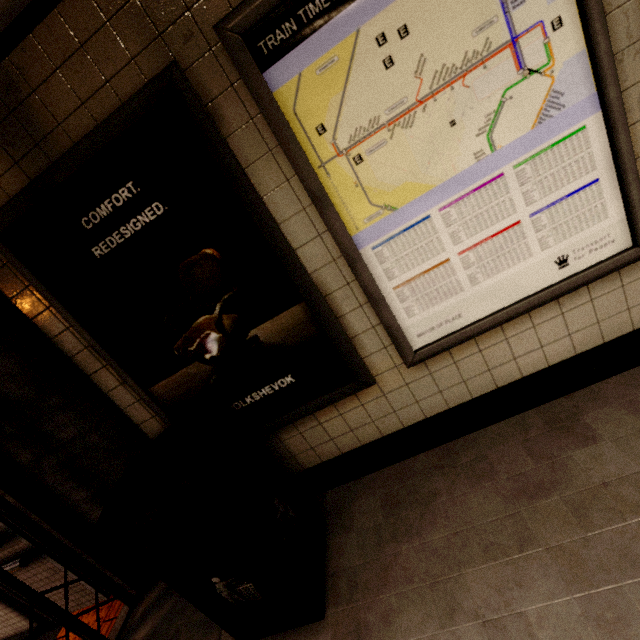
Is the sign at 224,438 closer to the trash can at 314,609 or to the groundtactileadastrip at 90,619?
the trash can at 314,609

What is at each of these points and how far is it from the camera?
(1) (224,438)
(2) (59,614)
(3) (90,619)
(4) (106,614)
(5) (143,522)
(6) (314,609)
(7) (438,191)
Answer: (1) sign, 2.08m
(2) gate, 2.06m
(3) groundtactileadastrip, 2.61m
(4) groundtactileadastrip, 2.56m
(5) concrete pillar, 2.30m
(6) trash can, 1.66m
(7) sign, 1.47m

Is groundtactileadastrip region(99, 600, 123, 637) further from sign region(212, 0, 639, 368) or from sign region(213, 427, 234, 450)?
sign region(212, 0, 639, 368)

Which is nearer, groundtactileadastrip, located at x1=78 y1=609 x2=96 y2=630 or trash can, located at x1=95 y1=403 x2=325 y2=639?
trash can, located at x1=95 y1=403 x2=325 y2=639

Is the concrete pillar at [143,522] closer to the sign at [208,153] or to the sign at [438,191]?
the sign at [208,153]

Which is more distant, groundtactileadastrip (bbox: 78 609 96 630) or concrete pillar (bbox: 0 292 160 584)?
groundtactileadastrip (bbox: 78 609 96 630)

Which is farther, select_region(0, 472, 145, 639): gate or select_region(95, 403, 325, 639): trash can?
select_region(0, 472, 145, 639): gate

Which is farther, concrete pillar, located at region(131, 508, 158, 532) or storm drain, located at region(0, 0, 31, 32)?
concrete pillar, located at region(131, 508, 158, 532)
